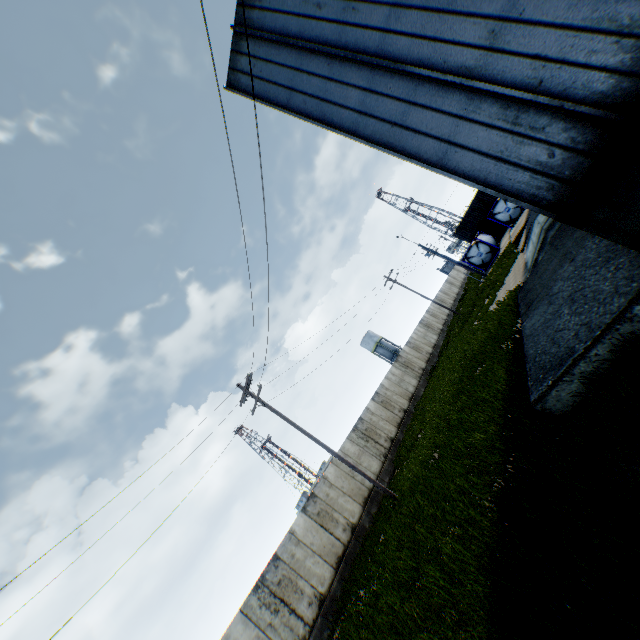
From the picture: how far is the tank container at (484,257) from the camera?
35.5 meters

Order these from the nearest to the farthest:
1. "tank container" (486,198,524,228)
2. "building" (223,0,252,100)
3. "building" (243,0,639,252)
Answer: "building" (243,0,639,252)
"building" (223,0,252,100)
"tank container" (486,198,524,228)

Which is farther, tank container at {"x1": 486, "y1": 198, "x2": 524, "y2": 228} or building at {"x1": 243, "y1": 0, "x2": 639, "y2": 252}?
tank container at {"x1": 486, "y1": 198, "x2": 524, "y2": 228}

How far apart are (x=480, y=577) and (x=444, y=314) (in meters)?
42.87

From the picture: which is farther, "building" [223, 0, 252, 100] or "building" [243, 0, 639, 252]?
"building" [223, 0, 252, 100]

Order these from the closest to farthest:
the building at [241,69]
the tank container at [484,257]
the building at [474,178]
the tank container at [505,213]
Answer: the building at [474,178] → the building at [241,69] → the tank container at [505,213] → the tank container at [484,257]

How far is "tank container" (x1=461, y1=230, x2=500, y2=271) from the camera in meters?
35.5
